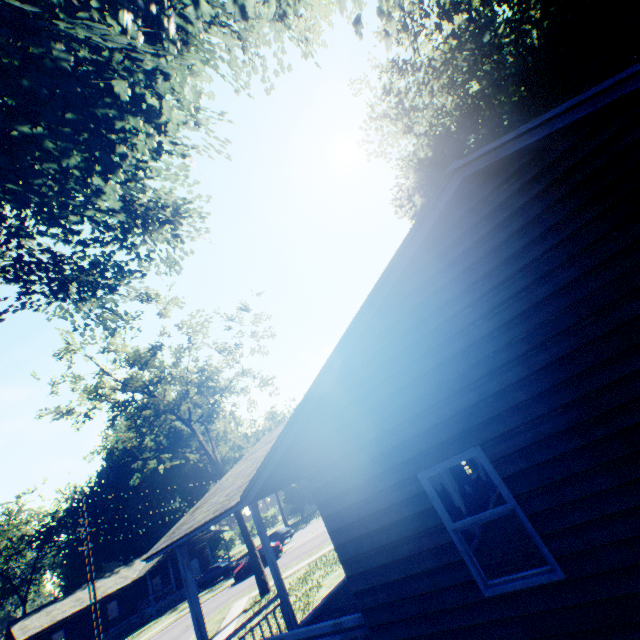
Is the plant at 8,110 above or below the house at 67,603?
above

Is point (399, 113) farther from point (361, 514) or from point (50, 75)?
point (361, 514)

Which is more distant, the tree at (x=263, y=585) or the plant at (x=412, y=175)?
the tree at (x=263, y=585)

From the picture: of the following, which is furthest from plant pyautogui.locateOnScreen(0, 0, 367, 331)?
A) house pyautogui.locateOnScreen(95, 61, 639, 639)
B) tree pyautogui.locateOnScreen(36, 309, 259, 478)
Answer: tree pyautogui.locateOnScreen(36, 309, 259, 478)

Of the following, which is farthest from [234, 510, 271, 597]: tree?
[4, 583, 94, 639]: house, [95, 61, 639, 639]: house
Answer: [4, 583, 94, 639]: house

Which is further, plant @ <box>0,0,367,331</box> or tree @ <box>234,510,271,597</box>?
tree @ <box>234,510,271,597</box>

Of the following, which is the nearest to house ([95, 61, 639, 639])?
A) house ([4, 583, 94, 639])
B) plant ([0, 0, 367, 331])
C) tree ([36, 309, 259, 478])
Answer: plant ([0, 0, 367, 331])

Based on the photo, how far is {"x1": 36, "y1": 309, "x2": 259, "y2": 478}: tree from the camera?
19.9 meters
